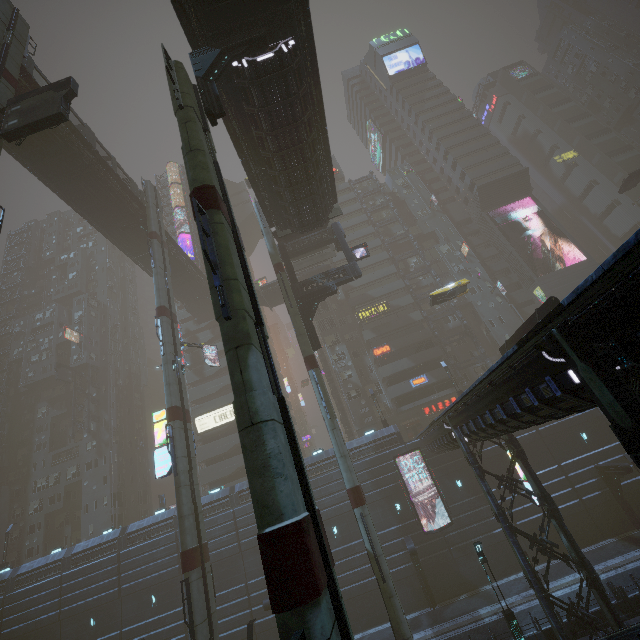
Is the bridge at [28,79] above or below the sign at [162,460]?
above

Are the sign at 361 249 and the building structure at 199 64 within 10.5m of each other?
no

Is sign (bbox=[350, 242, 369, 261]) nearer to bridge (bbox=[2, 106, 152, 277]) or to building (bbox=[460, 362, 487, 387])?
building (bbox=[460, 362, 487, 387])

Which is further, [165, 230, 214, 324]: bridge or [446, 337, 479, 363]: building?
[446, 337, 479, 363]: building

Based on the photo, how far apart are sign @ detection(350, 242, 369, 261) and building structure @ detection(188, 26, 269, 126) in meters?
16.3 m

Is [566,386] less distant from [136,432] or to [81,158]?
[81,158]

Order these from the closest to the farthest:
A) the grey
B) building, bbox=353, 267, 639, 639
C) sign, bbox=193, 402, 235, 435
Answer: building, bbox=353, 267, 639, 639
the grey
sign, bbox=193, 402, 235, 435

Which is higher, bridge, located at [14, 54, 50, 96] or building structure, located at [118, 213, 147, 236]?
bridge, located at [14, 54, 50, 96]
